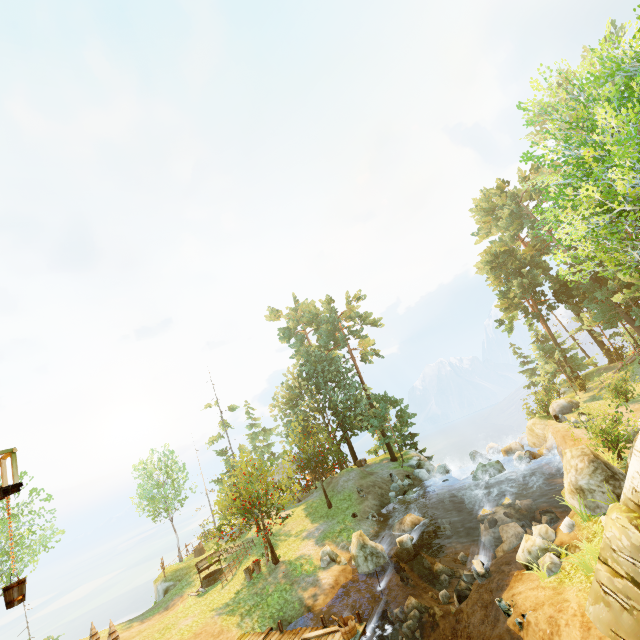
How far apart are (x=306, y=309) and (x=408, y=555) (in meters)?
33.03

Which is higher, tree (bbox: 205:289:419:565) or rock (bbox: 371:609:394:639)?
tree (bbox: 205:289:419:565)

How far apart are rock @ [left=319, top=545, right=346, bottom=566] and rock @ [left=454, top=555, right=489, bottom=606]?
6.9 meters

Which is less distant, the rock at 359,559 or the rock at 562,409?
the rock at 359,559

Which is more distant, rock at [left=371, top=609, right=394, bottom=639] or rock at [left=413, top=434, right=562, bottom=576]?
rock at [left=371, top=609, right=394, bottom=639]

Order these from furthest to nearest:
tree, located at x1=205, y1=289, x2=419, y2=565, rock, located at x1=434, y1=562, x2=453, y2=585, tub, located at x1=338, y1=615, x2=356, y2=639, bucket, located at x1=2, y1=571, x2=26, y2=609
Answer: tree, located at x1=205, y1=289, x2=419, y2=565 < rock, located at x1=434, y1=562, x2=453, y2=585 < tub, located at x1=338, y1=615, x2=356, y2=639 < bucket, located at x1=2, y1=571, x2=26, y2=609

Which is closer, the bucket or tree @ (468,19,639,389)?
the bucket

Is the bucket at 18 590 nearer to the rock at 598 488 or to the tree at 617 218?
the tree at 617 218
